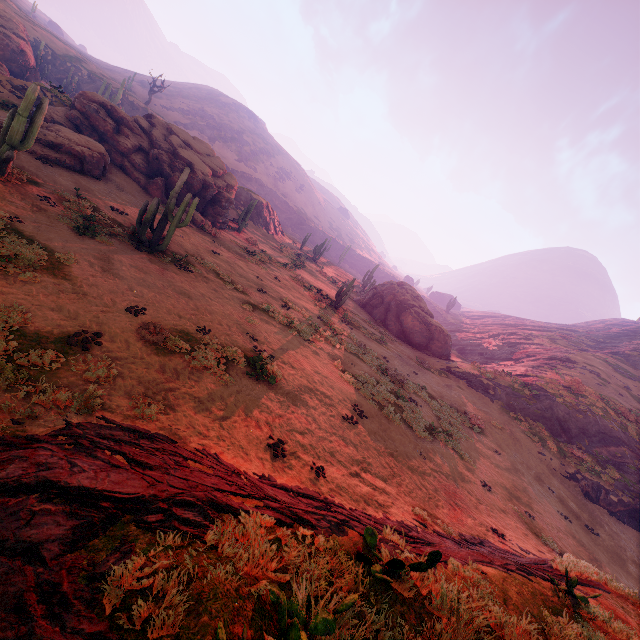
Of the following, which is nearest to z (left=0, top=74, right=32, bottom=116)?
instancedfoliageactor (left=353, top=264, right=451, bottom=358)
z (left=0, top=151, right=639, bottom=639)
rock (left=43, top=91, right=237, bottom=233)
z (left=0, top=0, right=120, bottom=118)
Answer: z (left=0, top=0, right=120, bottom=118)

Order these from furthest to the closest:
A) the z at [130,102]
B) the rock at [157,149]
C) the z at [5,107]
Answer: the z at [130,102]
the rock at [157,149]
the z at [5,107]

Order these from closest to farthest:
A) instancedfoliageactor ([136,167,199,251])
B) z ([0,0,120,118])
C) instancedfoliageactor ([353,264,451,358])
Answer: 1. instancedfoliageactor ([136,167,199,251])
2. z ([0,0,120,118])
3. instancedfoliageactor ([353,264,451,358])

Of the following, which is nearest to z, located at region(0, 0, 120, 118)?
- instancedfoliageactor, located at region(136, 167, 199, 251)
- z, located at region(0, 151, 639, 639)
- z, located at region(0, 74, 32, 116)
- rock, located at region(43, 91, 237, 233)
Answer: z, located at region(0, 74, 32, 116)

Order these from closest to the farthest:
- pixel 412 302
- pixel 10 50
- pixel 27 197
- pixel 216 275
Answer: pixel 27 197, pixel 216 275, pixel 10 50, pixel 412 302

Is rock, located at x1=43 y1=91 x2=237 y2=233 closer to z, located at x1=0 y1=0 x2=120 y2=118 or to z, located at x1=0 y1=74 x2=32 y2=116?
z, located at x1=0 y1=74 x2=32 y2=116

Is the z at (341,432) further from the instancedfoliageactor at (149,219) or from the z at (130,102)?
the z at (130,102)

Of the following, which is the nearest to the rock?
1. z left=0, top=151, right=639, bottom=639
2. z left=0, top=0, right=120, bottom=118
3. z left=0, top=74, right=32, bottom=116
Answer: z left=0, top=151, right=639, bottom=639
